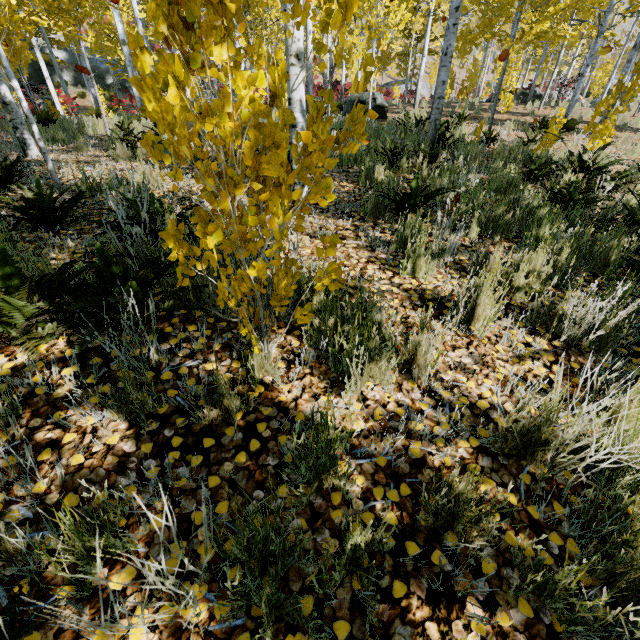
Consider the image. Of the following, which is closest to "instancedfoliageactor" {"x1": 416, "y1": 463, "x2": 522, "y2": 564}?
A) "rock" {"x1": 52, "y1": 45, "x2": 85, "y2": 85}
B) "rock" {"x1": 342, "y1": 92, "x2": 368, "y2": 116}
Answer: "rock" {"x1": 52, "y1": 45, "x2": 85, "y2": 85}

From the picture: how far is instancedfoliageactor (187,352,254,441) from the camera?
1.5m

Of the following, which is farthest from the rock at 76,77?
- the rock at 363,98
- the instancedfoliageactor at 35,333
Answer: the rock at 363,98

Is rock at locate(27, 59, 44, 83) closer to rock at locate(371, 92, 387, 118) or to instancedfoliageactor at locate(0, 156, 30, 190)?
instancedfoliageactor at locate(0, 156, 30, 190)

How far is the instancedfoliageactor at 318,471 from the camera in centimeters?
123cm

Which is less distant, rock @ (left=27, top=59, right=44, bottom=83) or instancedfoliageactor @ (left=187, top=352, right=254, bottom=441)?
instancedfoliageactor @ (left=187, top=352, right=254, bottom=441)

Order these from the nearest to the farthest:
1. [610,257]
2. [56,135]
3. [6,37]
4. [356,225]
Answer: [610,257]
[356,225]
[6,37]
[56,135]
